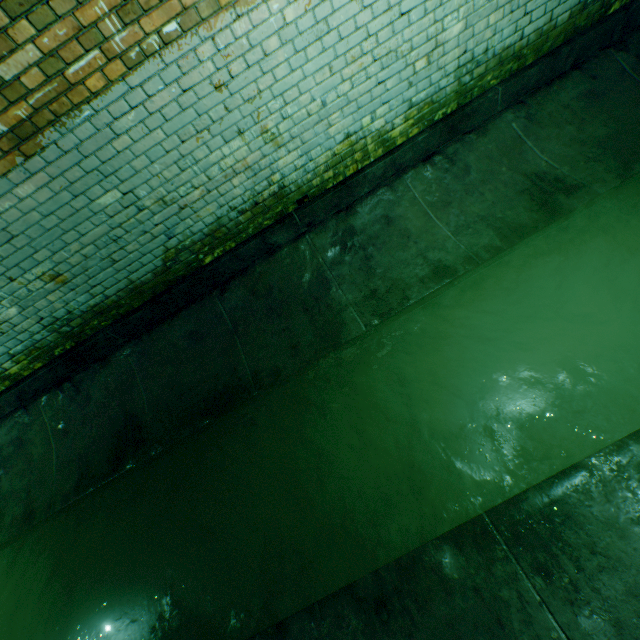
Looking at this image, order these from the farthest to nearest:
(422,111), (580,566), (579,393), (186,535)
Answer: (422,111) → (186,535) → (579,393) → (580,566)
